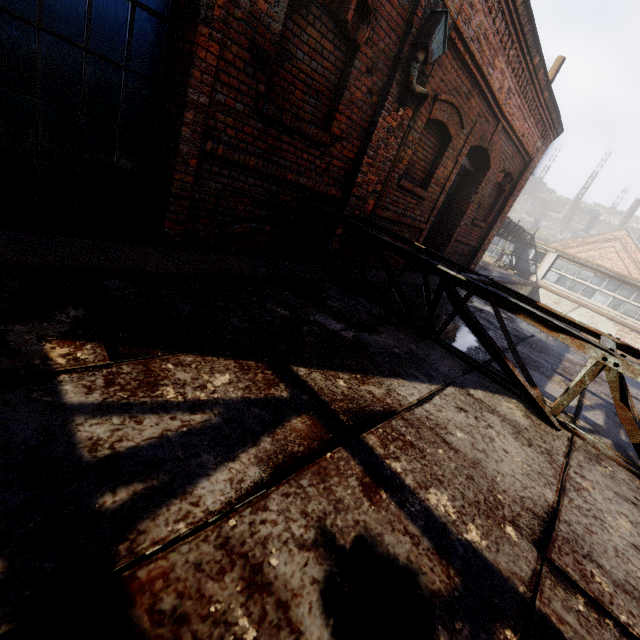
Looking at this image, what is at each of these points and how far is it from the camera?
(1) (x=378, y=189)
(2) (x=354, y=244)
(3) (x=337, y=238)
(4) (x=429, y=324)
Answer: (1) building, 5.1 meters
(2) building, 5.4 meters
(3) building, 5.0 meters
(4) scaffolding, 3.6 meters

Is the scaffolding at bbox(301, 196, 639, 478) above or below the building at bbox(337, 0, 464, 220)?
below

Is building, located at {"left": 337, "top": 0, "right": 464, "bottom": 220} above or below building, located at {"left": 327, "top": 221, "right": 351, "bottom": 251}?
above

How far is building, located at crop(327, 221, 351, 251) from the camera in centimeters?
489cm

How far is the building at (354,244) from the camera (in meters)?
5.27

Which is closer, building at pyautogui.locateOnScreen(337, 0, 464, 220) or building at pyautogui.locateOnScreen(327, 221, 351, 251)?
building at pyautogui.locateOnScreen(337, 0, 464, 220)
